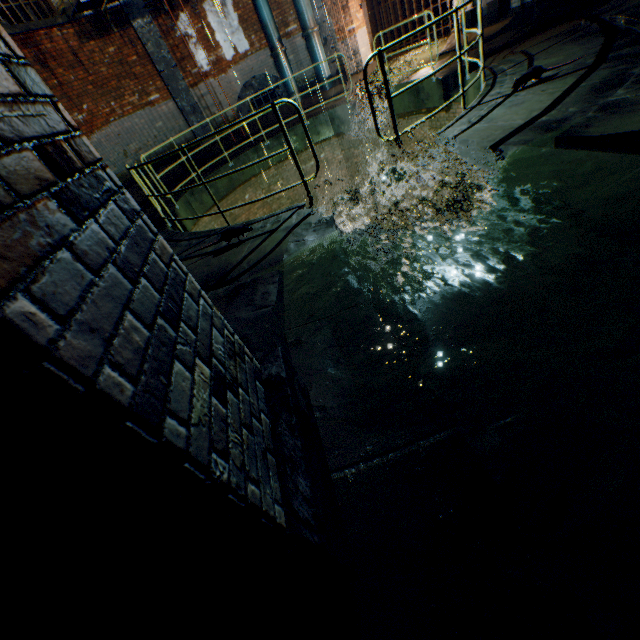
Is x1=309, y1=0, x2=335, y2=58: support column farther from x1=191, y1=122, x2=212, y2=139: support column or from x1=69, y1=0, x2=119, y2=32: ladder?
x1=69, y1=0, x2=119, y2=32: ladder

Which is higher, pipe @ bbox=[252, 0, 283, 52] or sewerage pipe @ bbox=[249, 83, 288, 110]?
pipe @ bbox=[252, 0, 283, 52]

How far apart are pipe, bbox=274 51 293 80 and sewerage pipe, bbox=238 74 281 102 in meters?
0.2 m

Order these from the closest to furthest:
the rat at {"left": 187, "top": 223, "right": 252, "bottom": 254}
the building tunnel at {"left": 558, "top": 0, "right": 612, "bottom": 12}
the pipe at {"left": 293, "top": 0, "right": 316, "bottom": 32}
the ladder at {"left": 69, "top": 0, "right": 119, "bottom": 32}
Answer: the rat at {"left": 187, "top": 223, "right": 252, "bottom": 254}
the building tunnel at {"left": 558, "top": 0, "right": 612, "bottom": 12}
the ladder at {"left": 69, "top": 0, "right": 119, "bottom": 32}
the pipe at {"left": 293, "top": 0, "right": 316, "bottom": 32}

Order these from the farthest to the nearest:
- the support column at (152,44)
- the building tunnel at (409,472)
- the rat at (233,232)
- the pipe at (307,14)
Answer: the pipe at (307,14) → the support column at (152,44) → the rat at (233,232) → the building tunnel at (409,472)

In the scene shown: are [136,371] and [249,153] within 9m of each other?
no

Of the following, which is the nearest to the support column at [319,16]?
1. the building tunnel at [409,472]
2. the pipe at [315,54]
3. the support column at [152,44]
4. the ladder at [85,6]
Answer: the pipe at [315,54]
